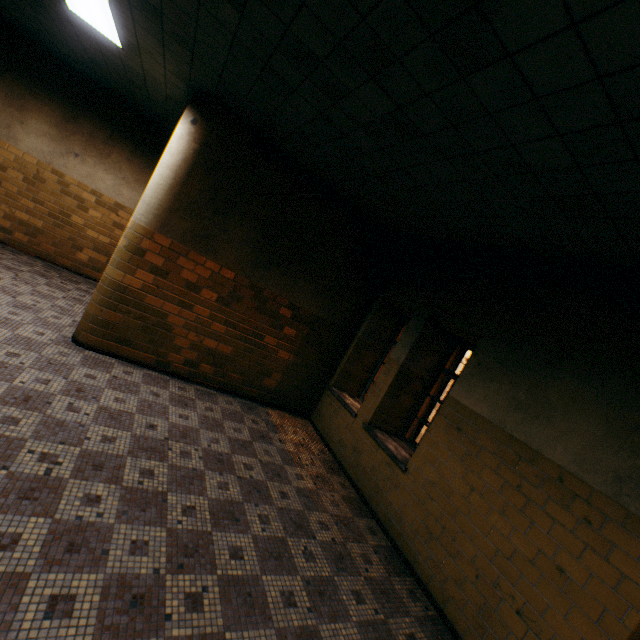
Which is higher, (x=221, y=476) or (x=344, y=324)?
(x=344, y=324)
